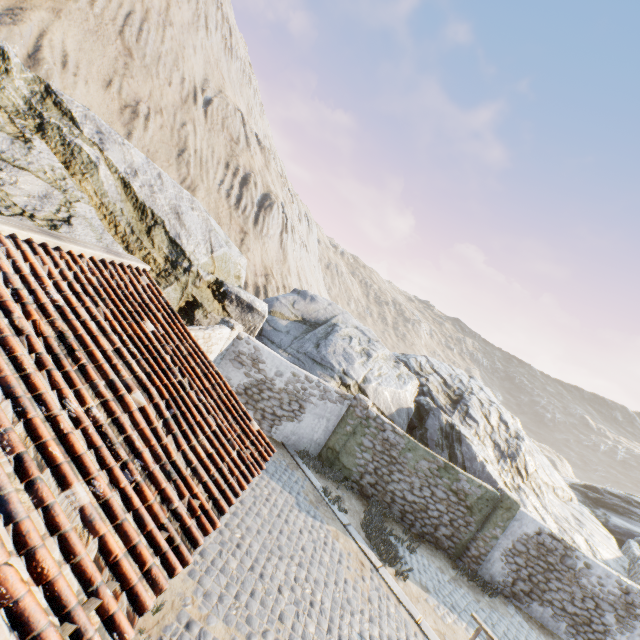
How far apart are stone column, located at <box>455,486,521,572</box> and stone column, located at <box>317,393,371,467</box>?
5.45m

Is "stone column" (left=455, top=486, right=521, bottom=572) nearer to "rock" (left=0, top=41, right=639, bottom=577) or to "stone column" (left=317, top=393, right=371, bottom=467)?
"rock" (left=0, top=41, right=639, bottom=577)

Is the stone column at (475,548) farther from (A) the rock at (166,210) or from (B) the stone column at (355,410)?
(B) the stone column at (355,410)

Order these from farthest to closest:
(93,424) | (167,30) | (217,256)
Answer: (167,30) < (217,256) < (93,424)

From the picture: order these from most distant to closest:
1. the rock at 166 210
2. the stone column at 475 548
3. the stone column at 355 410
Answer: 1. the stone column at 355 410
2. the stone column at 475 548
3. the rock at 166 210

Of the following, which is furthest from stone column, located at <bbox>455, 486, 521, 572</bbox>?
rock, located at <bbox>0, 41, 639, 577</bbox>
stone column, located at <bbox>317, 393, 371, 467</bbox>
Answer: stone column, located at <bbox>317, 393, 371, 467</bbox>

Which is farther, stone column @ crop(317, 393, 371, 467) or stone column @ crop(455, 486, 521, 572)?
stone column @ crop(317, 393, 371, 467)

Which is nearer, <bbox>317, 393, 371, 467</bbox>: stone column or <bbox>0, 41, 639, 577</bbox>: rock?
<bbox>0, 41, 639, 577</bbox>: rock
